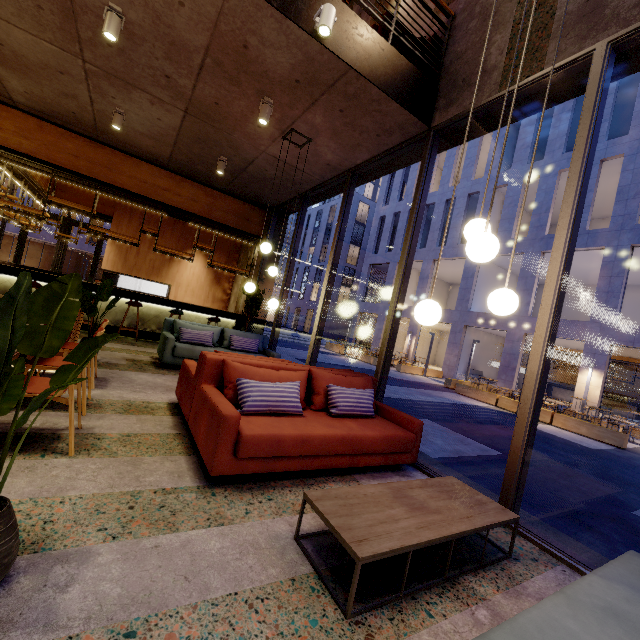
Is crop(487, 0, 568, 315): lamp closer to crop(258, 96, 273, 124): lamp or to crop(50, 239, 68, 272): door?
crop(258, 96, 273, 124): lamp

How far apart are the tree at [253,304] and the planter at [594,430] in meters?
11.4

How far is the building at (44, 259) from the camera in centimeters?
2684cm

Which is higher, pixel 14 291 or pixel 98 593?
pixel 14 291

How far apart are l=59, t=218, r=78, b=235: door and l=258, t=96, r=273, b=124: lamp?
13.74m

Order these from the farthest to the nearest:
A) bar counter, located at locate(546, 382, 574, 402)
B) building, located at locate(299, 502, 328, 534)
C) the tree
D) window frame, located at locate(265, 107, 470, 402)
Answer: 1. bar counter, located at locate(546, 382, 574, 402)
2. the tree
3. window frame, located at locate(265, 107, 470, 402)
4. building, located at locate(299, 502, 328, 534)

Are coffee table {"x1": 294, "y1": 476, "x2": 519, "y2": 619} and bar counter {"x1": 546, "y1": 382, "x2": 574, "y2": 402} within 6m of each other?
no

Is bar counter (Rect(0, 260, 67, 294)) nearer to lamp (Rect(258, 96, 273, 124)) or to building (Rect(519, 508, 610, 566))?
building (Rect(519, 508, 610, 566))
